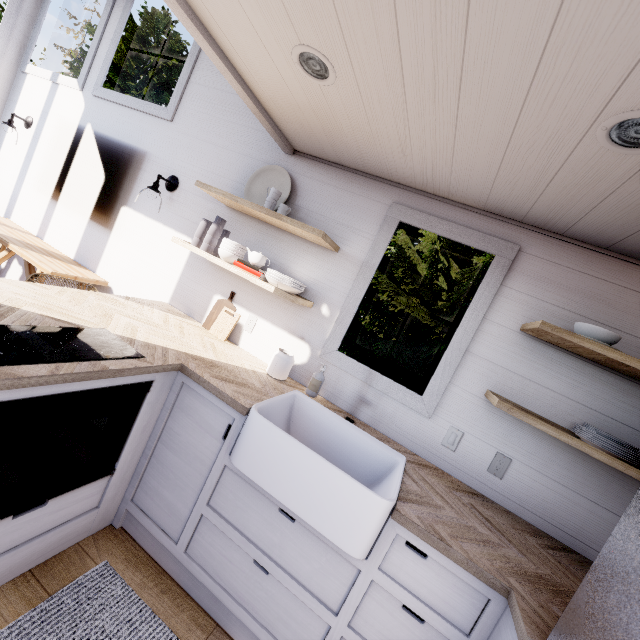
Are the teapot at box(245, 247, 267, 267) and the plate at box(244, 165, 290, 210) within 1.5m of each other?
yes

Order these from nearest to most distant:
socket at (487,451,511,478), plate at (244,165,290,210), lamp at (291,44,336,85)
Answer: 1. lamp at (291,44,336,85)
2. socket at (487,451,511,478)
3. plate at (244,165,290,210)

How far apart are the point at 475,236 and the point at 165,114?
2.8 meters

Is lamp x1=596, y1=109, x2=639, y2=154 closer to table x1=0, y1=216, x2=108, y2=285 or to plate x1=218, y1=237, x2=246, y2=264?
plate x1=218, y1=237, x2=246, y2=264

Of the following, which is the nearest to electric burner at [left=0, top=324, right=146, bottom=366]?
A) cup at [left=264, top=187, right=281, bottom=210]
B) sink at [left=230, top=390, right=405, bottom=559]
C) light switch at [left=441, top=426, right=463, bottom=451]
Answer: sink at [left=230, top=390, right=405, bottom=559]

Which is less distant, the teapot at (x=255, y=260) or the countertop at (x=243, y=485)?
the countertop at (x=243, y=485)

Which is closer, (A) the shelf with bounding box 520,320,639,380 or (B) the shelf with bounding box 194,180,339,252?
(A) the shelf with bounding box 520,320,639,380

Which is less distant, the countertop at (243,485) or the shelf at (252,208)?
the countertop at (243,485)
